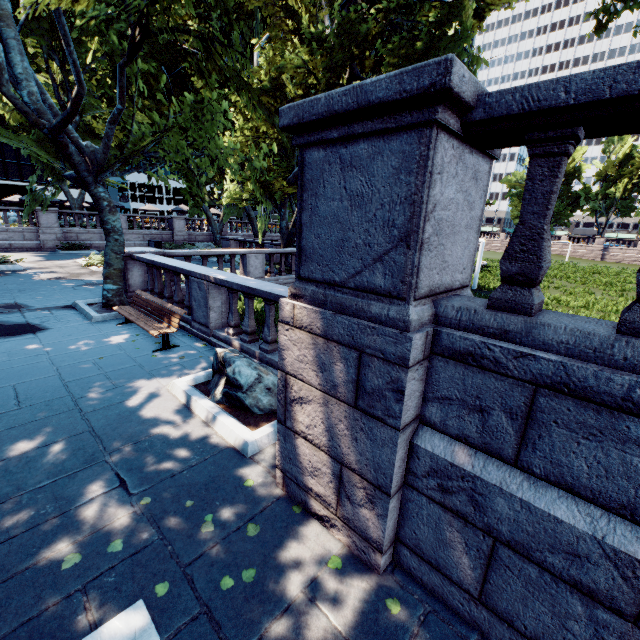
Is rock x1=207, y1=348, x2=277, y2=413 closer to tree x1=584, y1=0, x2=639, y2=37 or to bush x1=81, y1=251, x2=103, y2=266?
tree x1=584, y1=0, x2=639, y2=37

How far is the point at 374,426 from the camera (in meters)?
2.55

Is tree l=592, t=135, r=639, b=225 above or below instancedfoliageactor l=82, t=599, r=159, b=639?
above

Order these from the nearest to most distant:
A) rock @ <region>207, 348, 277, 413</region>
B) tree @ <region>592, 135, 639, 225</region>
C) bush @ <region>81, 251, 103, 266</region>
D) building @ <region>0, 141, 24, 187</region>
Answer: rock @ <region>207, 348, 277, 413</region> < bush @ <region>81, 251, 103, 266</region> < tree @ <region>592, 135, 639, 225</region> < building @ <region>0, 141, 24, 187</region>

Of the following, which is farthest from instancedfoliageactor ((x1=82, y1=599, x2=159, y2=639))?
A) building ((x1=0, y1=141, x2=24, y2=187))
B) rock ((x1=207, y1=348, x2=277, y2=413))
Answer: building ((x1=0, y1=141, x2=24, y2=187))

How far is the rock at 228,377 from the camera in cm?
480

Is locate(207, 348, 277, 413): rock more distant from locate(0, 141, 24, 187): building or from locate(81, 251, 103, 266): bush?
locate(0, 141, 24, 187): building

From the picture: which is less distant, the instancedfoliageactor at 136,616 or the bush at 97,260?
the instancedfoliageactor at 136,616
